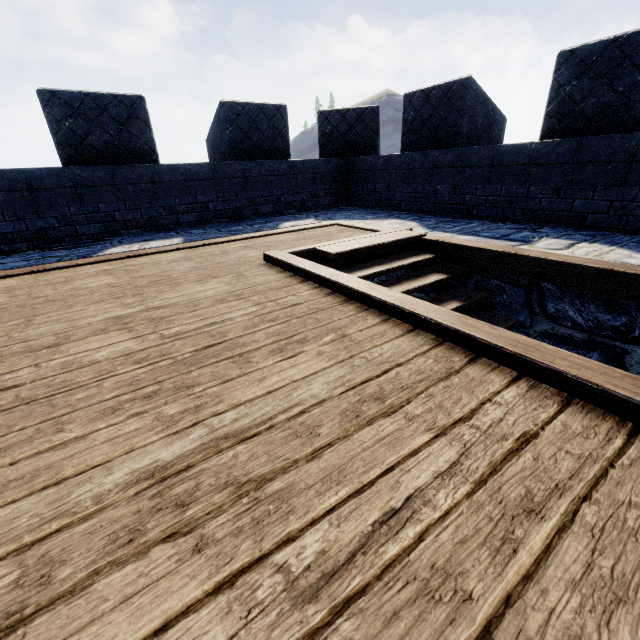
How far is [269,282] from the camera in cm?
266
